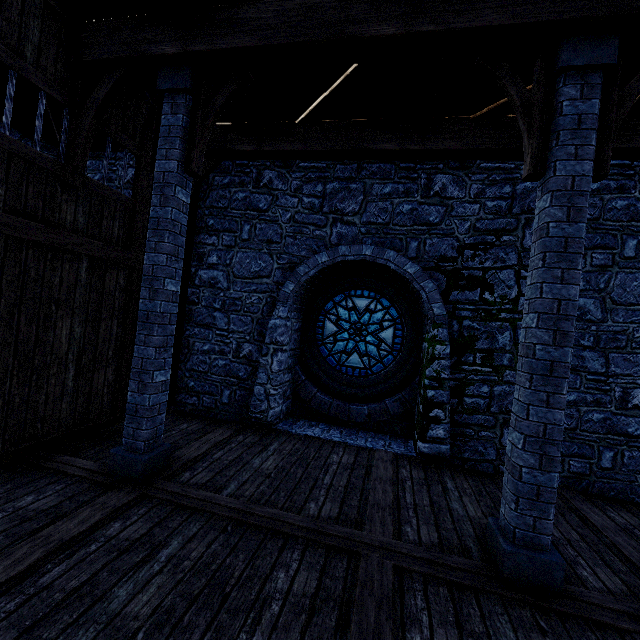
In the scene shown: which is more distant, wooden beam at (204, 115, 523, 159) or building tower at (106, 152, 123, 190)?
building tower at (106, 152, 123, 190)

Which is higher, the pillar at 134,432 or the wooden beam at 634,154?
the wooden beam at 634,154

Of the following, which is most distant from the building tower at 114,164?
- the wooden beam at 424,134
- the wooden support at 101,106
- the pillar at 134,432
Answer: the wooden support at 101,106

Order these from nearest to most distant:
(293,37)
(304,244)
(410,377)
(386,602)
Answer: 1. (386,602)
2. (293,37)
3. (304,244)
4. (410,377)

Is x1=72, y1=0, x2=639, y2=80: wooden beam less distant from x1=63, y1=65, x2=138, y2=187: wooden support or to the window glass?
x1=63, y1=65, x2=138, y2=187: wooden support

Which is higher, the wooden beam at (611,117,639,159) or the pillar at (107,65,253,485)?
the wooden beam at (611,117,639,159)

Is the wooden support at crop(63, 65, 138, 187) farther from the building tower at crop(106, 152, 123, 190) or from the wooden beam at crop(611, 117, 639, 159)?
the building tower at crop(106, 152, 123, 190)

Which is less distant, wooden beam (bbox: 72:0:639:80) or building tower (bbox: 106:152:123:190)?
wooden beam (bbox: 72:0:639:80)
